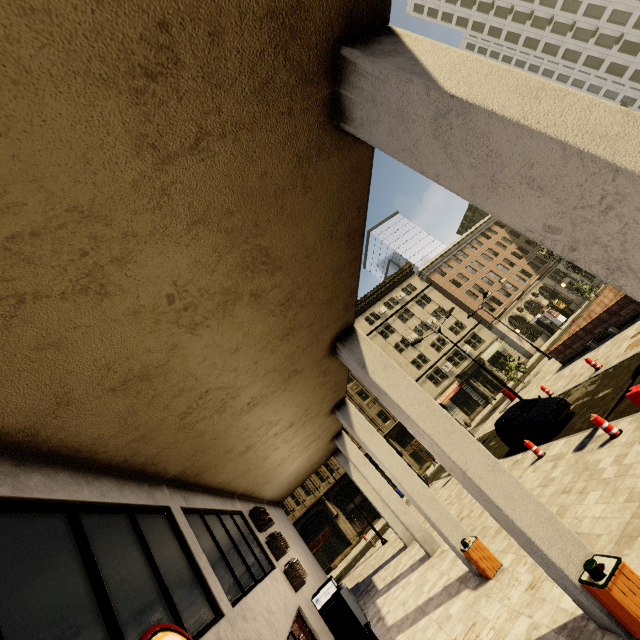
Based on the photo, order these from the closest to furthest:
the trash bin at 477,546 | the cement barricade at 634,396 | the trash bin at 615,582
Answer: the trash bin at 615,582
the cement barricade at 634,396
the trash bin at 477,546

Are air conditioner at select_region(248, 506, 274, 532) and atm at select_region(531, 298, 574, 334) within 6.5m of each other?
no

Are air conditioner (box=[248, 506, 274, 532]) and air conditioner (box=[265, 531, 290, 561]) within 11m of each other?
yes

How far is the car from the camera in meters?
12.9 m

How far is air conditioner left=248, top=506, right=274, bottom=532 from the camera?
9.78m

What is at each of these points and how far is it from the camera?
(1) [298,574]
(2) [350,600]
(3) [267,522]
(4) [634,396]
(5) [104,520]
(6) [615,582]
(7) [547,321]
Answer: (1) air conditioner, 9.1 meters
(2) atm, 8.9 meters
(3) air conditioner, 9.8 meters
(4) cement barricade, 7.7 meters
(5) building, 3.8 meters
(6) trash bin, 4.2 meters
(7) atm, 44.6 meters

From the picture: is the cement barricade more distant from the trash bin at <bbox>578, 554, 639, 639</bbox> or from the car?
the car

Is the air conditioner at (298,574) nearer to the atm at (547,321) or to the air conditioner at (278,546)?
the air conditioner at (278,546)
